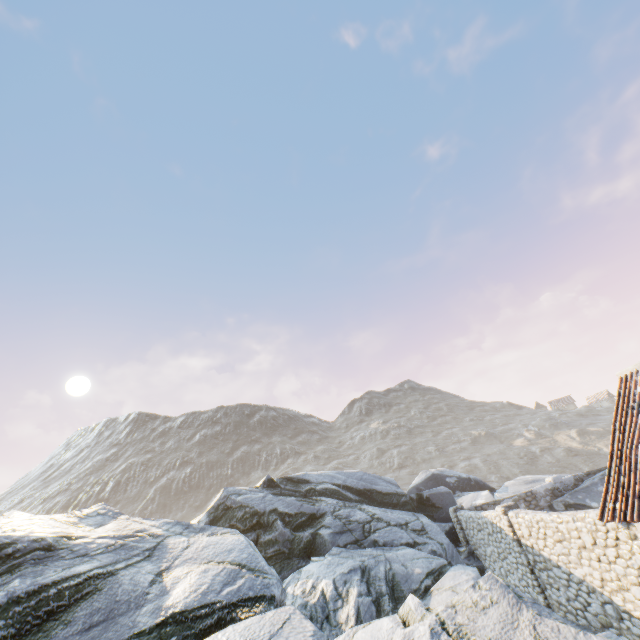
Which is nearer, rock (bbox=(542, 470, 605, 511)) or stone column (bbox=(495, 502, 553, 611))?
stone column (bbox=(495, 502, 553, 611))

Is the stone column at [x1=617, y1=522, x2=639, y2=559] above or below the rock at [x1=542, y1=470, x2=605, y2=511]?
above

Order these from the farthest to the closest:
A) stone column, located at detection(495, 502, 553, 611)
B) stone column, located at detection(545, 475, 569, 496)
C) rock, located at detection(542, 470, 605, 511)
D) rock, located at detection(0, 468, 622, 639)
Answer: stone column, located at detection(545, 475, 569, 496) < rock, located at detection(542, 470, 605, 511) < stone column, located at detection(495, 502, 553, 611) < rock, located at detection(0, 468, 622, 639)

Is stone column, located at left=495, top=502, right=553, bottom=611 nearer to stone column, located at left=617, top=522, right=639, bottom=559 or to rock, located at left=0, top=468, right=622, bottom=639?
rock, located at left=0, top=468, right=622, bottom=639

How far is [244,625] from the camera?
5.9 meters

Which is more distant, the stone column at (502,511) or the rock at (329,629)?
the stone column at (502,511)

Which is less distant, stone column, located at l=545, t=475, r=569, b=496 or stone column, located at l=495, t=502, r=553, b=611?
stone column, located at l=495, t=502, r=553, b=611

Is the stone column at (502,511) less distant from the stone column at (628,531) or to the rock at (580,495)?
the rock at (580,495)
